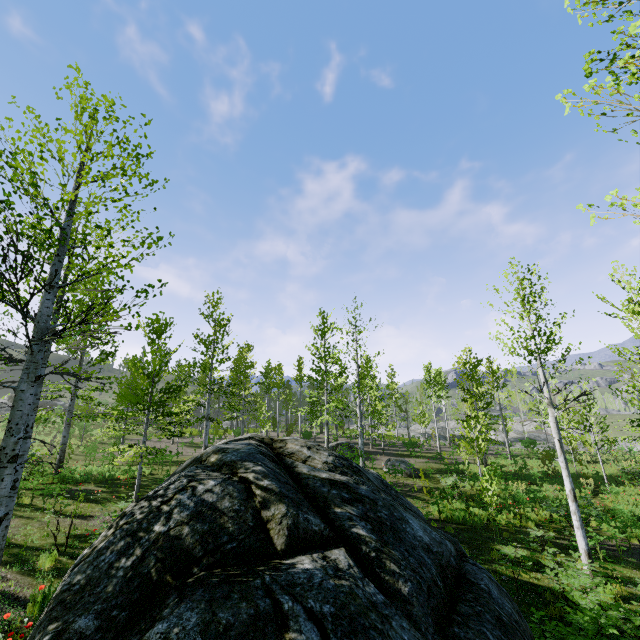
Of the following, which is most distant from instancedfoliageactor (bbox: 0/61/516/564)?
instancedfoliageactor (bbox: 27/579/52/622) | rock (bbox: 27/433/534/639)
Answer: instancedfoliageactor (bbox: 27/579/52/622)

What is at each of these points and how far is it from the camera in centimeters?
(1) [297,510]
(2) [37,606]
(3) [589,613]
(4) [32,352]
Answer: (1) rock, 463cm
(2) instancedfoliageactor, 615cm
(3) instancedfoliageactor, 551cm
(4) instancedfoliageactor, 441cm

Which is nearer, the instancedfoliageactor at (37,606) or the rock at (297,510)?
the rock at (297,510)

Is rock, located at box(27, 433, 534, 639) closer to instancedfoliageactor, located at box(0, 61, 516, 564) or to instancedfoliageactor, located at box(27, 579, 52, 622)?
instancedfoliageactor, located at box(0, 61, 516, 564)

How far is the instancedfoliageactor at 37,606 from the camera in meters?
5.9

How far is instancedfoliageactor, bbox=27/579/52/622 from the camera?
5.87m

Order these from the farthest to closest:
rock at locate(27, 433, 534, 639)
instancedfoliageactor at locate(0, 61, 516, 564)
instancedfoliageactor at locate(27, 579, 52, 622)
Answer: instancedfoliageactor at locate(27, 579, 52, 622) → instancedfoliageactor at locate(0, 61, 516, 564) → rock at locate(27, 433, 534, 639)
